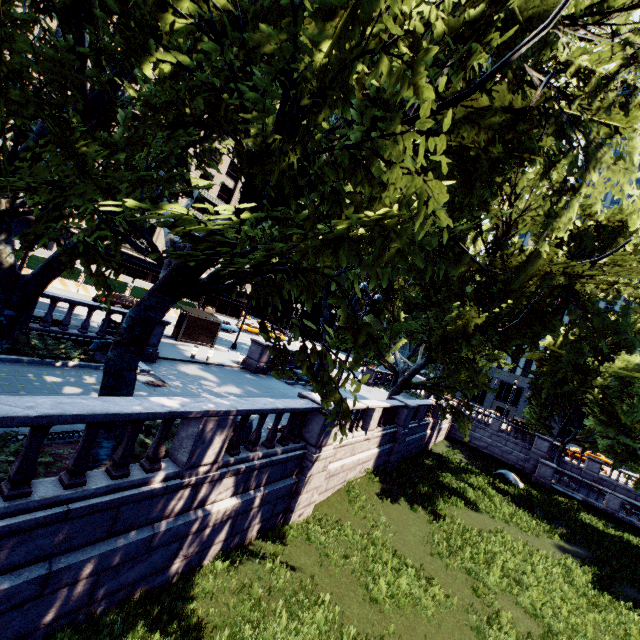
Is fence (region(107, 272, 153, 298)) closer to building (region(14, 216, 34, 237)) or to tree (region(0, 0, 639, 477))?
building (region(14, 216, 34, 237))

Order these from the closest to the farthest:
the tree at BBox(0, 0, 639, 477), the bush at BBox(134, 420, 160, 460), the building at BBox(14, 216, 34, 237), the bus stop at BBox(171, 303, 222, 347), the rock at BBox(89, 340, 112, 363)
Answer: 1. the tree at BBox(0, 0, 639, 477)
2. the bush at BBox(134, 420, 160, 460)
3. the rock at BBox(89, 340, 112, 363)
4. the bus stop at BBox(171, 303, 222, 347)
5. the building at BBox(14, 216, 34, 237)

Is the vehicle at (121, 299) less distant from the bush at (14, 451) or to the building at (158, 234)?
the building at (158, 234)

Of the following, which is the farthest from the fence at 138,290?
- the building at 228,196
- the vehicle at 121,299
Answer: the building at 228,196

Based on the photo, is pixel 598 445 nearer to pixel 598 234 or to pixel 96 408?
pixel 598 234

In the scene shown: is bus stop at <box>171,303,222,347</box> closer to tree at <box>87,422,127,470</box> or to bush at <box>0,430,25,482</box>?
tree at <box>87,422,127,470</box>

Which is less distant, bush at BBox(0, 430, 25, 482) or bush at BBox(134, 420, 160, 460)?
bush at BBox(0, 430, 25, 482)

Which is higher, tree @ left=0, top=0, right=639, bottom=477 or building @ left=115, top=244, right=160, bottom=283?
tree @ left=0, top=0, right=639, bottom=477
